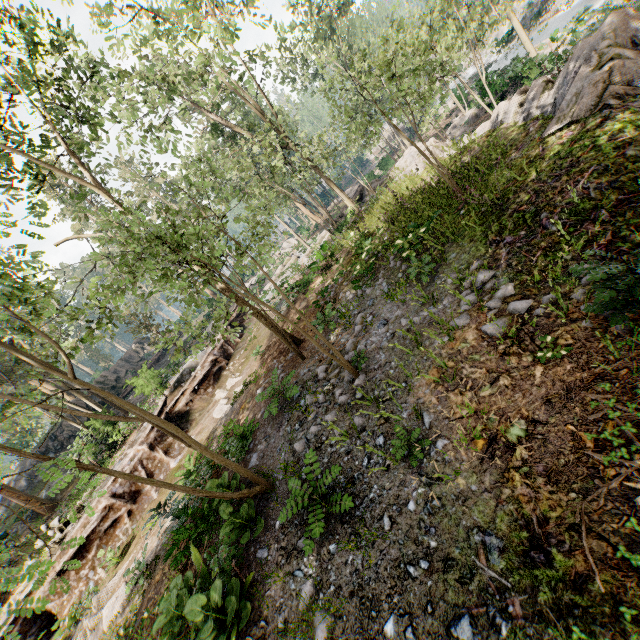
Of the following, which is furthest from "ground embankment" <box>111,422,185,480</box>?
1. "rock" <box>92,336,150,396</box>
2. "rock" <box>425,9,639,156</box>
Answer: "rock" <box>92,336,150,396</box>

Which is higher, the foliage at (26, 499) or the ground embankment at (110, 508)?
the foliage at (26, 499)

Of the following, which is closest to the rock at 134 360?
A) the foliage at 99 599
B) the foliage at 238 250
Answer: the foliage at 238 250

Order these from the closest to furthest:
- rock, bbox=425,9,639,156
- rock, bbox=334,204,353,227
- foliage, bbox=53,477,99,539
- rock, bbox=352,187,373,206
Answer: foliage, bbox=53,477,99,539
rock, bbox=425,9,639,156
rock, bbox=334,204,353,227
rock, bbox=352,187,373,206

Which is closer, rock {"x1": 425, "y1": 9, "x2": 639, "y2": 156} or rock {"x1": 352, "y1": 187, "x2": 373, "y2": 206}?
rock {"x1": 425, "y1": 9, "x2": 639, "y2": 156}

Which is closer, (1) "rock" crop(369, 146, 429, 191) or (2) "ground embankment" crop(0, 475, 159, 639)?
(2) "ground embankment" crop(0, 475, 159, 639)

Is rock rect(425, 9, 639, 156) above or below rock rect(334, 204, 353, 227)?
below

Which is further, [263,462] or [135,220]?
[263,462]
